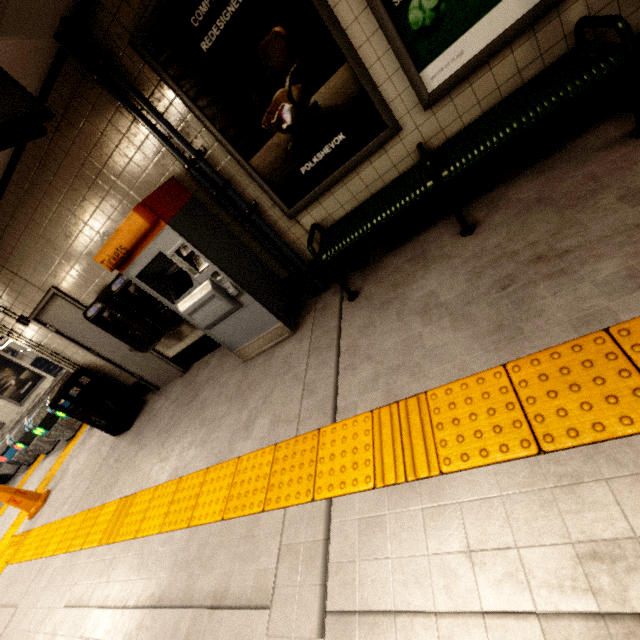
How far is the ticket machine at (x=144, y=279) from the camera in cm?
282

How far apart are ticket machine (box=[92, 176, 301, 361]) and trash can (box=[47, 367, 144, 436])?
2.90m

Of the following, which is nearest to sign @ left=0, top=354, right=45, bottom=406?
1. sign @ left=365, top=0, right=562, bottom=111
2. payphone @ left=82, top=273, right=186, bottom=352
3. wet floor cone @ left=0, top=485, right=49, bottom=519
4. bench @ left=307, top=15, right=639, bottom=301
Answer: wet floor cone @ left=0, top=485, right=49, bottom=519

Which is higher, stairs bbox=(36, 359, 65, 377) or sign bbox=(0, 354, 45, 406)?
sign bbox=(0, 354, 45, 406)

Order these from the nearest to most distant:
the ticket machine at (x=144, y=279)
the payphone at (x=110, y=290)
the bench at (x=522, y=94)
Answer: the bench at (x=522, y=94) → the ticket machine at (x=144, y=279) → the payphone at (x=110, y=290)

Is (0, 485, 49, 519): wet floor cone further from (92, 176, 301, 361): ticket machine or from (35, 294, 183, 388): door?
(92, 176, 301, 361): ticket machine

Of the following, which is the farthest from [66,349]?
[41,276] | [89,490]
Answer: [89,490]

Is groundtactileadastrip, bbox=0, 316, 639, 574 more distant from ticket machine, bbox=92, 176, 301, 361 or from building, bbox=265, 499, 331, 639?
ticket machine, bbox=92, 176, 301, 361
